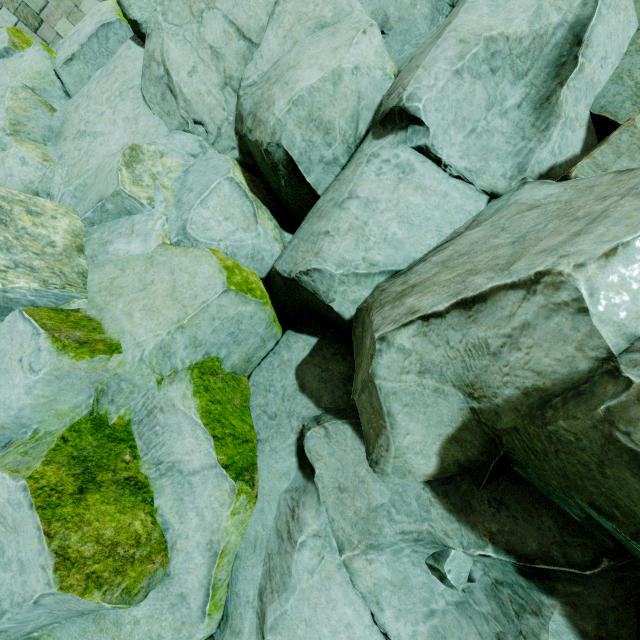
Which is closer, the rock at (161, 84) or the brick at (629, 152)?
the rock at (161, 84)

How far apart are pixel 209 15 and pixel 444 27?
3.6 meters

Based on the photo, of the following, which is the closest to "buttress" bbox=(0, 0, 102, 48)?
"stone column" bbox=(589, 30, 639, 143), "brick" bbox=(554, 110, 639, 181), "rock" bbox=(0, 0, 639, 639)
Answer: "rock" bbox=(0, 0, 639, 639)

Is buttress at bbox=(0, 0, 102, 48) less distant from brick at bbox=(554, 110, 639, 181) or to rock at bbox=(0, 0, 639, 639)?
rock at bbox=(0, 0, 639, 639)

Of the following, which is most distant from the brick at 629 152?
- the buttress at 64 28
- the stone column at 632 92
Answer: the buttress at 64 28

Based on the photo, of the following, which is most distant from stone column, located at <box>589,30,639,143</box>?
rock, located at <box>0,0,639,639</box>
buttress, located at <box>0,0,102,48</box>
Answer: buttress, located at <box>0,0,102,48</box>

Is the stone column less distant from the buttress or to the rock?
the rock
